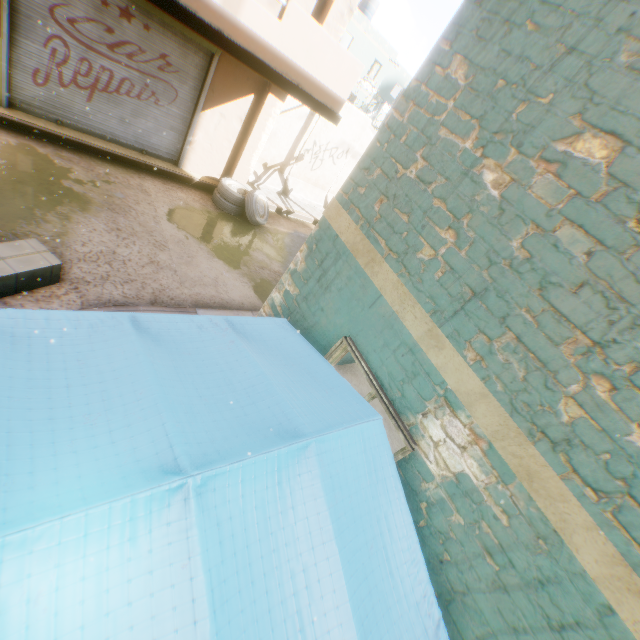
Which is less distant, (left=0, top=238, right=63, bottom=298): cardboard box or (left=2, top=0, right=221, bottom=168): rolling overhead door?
(left=0, top=238, right=63, bottom=298): cardboard box

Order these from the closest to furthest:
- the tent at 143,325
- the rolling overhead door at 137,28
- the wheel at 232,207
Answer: the tent at 143,325 → the rolling overhead door at 137,28 → the wheel at 232,207

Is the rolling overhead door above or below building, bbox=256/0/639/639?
below

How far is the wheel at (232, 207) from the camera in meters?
8.6 m

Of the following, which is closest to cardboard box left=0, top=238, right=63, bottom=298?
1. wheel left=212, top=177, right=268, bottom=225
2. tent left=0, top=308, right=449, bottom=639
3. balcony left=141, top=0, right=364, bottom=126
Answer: tent left=0, top=308, right=449, bottom=639

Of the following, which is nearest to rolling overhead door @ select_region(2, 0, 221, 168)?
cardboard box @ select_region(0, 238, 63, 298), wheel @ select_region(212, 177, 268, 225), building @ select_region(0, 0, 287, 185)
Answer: building @ select_region(0, 0, 287, 185)

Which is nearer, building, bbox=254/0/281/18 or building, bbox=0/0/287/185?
building, bbox=254/0/281/18

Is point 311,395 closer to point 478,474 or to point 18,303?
point 478,474
